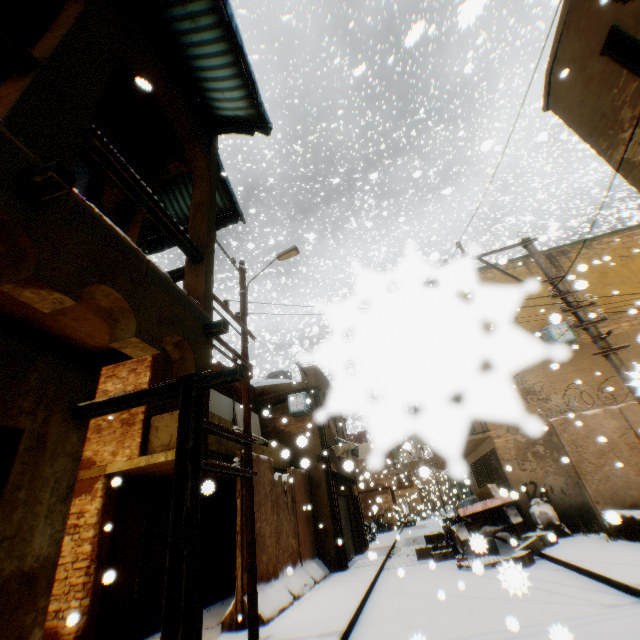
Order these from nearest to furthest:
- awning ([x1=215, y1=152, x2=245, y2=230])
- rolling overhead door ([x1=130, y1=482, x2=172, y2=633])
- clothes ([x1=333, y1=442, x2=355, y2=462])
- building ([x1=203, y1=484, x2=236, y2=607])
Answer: awning ([x1=215, y1=152, x2=245, y2=230]) → rolling overhead door ([x1=130, y1=482, x2=172, y2=633]) → building ([x1=203, y1=484, x2=236, y2=607]) → clothes ([x1=333, y1=442, x2=355, y2=462])

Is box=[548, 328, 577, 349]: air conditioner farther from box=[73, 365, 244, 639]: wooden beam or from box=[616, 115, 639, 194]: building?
box=[73, 365, 244, 639]: wooden beam

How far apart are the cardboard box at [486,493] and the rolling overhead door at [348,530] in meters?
0.1

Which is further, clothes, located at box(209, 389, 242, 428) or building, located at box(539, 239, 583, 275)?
building, located at box(539, 239, 583, 275)

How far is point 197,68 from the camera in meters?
5.3

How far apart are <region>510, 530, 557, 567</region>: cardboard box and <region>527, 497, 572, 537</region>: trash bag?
0.2m

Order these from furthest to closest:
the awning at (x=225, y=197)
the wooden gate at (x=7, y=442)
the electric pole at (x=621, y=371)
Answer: the awning at (x=225, y=197) → the electric pole at (x=621, y=371) → the wooden gate at (x=7, y=442)

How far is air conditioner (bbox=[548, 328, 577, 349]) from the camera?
12.9 meters
